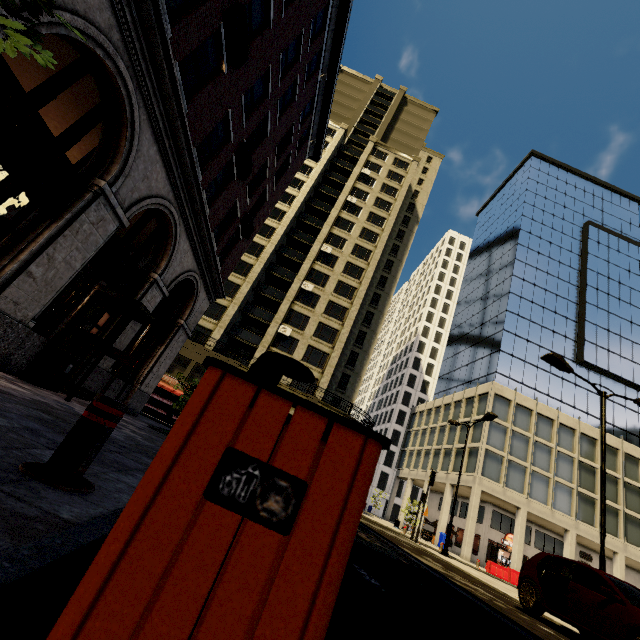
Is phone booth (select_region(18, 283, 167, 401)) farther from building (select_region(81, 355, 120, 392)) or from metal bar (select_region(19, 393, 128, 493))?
metal bar (select_region(19, 393, 128, 493))

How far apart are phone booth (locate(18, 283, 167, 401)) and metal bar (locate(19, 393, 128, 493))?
6.2 meters

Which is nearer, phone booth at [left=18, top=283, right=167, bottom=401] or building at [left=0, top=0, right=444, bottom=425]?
building at [left=0, top=0, right=444, bottom=425]

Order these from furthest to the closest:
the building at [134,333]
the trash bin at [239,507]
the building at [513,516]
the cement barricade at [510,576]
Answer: the building at [513,516] < the cement barricade at [510,576] < the building at [134,333] < the trash bin at [239,507]

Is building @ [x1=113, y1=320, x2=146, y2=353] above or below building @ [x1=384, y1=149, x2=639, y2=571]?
below

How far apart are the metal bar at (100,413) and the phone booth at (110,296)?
6.25m

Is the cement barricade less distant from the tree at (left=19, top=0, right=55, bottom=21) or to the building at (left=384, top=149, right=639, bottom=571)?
the building at (left=384, top=149, right=639, bottom=571)

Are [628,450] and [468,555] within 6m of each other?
no
